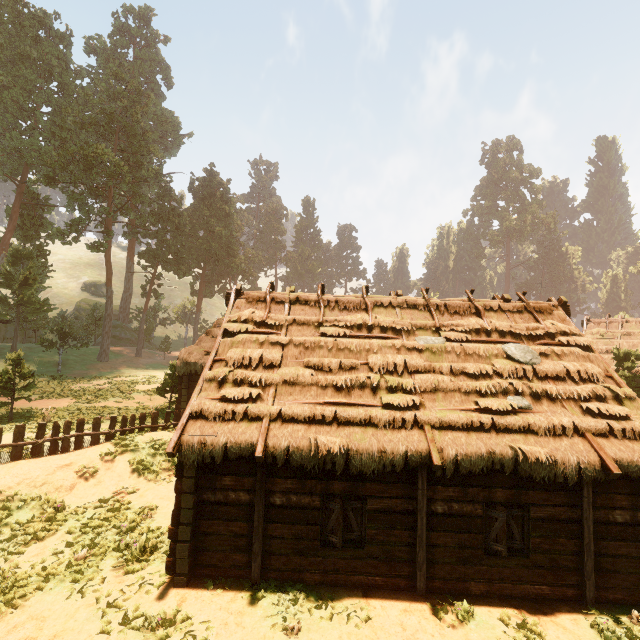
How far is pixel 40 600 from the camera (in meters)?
6.99

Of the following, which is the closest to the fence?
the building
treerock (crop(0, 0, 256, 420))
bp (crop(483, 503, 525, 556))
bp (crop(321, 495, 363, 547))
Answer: the building

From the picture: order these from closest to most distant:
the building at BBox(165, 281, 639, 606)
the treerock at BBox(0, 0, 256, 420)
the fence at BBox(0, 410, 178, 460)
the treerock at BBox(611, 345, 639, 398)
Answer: the building at BBox(165, 281, 639, 606) → the fence at BBox(0, 410, 178, 460) → the treerock at BBox(611, 345, 639, 398) → the treerock at BBox(0, 0, 256, 420)

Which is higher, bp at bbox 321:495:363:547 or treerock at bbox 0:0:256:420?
treerock at bbox 0:0:256:420

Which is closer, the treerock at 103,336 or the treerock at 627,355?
the treerock at 627,355

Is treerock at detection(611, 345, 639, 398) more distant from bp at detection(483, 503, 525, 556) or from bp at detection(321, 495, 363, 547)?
bp at detection(321, 495, 363, 547)

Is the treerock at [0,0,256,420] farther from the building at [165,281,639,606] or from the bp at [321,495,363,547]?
the bp at [321,495,363,547]

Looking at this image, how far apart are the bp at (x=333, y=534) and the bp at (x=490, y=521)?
3.0 meters
